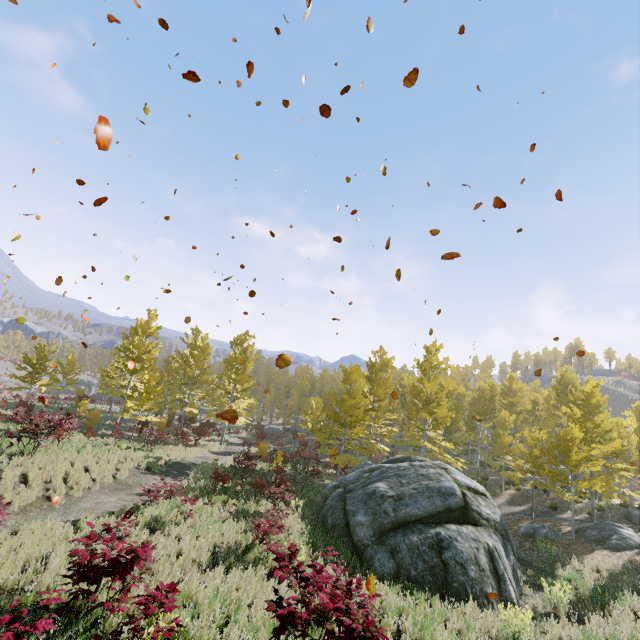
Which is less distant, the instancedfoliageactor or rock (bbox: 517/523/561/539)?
the instancedfoliageactor

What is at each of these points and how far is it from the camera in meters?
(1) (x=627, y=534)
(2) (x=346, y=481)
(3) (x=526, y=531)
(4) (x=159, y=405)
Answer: (1) rock, 15.8
(2) rock, 16.5
(3) rock, 17.5
(4) instancedfoliageactor, 32.9

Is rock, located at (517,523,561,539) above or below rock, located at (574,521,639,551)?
below

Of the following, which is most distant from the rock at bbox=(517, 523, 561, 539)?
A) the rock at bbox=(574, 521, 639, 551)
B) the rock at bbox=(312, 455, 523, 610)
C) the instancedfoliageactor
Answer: the instancedfoliageactor

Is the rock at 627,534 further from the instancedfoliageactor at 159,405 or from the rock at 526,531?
the instancedfoliageactor at 159,405

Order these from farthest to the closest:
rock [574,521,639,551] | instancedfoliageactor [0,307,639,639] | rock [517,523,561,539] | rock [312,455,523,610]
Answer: rock [517,523,561,539] → rock [574,521,639,551] → rock [312,455,523,610] → instancedfoliageactor [0,307,639,639]

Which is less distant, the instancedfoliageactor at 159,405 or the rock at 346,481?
the instancedfoliageactor at 159,405

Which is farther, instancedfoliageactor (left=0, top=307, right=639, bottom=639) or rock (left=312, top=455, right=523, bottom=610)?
rock (left=312, top=455, right=523, bottom=610)
